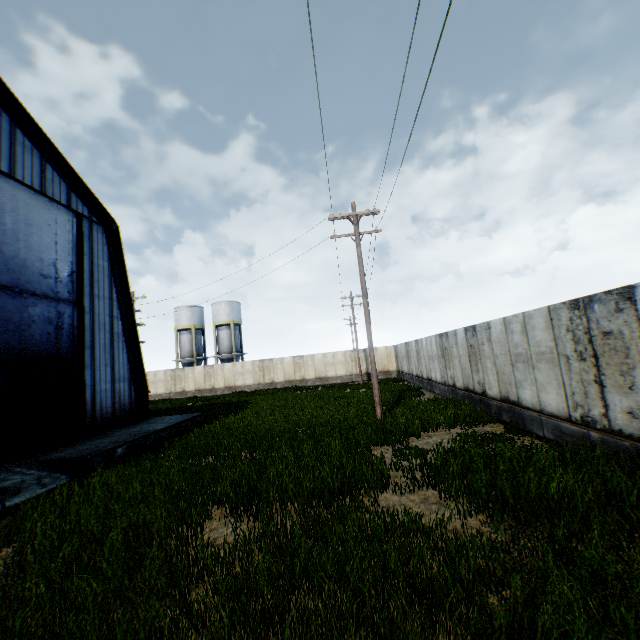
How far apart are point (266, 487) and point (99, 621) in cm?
382

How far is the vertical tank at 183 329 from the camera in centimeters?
4559cm

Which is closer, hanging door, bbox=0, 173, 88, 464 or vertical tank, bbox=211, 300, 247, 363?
hanging door, bbox=0, 173, 88, 464

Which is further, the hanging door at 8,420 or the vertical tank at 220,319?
the vertical tank at 220,319

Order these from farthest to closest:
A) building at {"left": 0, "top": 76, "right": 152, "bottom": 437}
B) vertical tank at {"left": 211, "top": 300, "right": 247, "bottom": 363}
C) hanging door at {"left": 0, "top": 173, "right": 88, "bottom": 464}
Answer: vertical tank at {"left": 211, "top": 300, "right": 247, "bottom": 363}
building at {"left": 0, "top": 76, "right": 152, "bottom": 437}
hanging door at {"left": 0, "top": 173, "right": 88, "bottom": 464}

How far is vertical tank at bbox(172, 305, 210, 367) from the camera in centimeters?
4559cm

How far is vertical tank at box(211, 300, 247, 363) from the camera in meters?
45.2

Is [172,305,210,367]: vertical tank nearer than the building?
No
